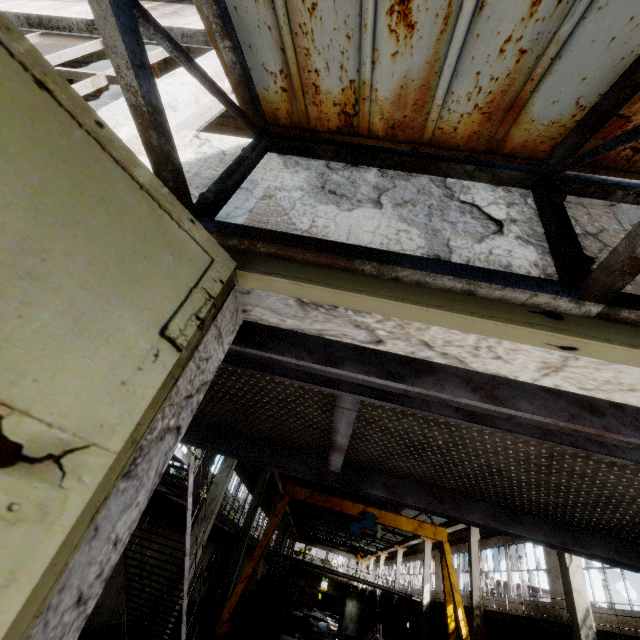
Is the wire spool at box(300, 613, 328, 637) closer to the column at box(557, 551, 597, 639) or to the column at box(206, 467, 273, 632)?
the column at box(206, 467, 273, 632)

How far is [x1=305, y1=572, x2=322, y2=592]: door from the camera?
55.9m

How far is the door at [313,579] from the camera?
55.9 meters

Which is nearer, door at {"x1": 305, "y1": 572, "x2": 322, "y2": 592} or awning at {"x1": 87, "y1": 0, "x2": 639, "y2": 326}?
awning at {"x1": 87, "y1": 0, "x2": 639, "y2": 326}

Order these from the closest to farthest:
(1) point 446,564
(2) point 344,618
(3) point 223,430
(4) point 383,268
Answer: (4) point 383,268, (3) point 223,430, (2) point 344,618, (1) point 446,564

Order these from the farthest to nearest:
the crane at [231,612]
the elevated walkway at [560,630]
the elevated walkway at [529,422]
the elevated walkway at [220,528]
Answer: the crane at [231,612] → the elevated walkway at [220,528] → the elevated walkway at [560,630] → the elevated walkway at [529,422]

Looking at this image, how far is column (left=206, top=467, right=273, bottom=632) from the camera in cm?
1552

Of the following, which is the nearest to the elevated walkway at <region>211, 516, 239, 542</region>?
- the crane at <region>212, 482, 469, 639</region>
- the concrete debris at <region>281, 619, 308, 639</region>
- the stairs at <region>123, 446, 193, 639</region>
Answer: the stairs at <region>123, 446, 193, 639</region>
